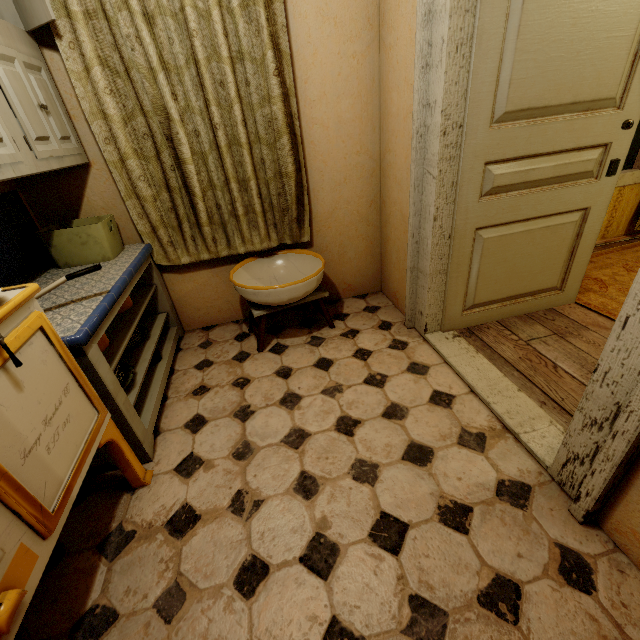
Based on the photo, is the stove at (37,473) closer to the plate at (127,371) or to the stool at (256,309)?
the plate at (127,371)

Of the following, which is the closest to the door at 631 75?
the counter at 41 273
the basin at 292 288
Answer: the basin at 292 288

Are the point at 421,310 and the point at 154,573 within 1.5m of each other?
no

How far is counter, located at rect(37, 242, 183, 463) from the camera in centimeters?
137cm

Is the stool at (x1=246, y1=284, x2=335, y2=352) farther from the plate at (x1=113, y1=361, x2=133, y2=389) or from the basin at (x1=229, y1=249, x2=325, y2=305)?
the plate at (x1=113, y1=361, x2=133, y2=389)

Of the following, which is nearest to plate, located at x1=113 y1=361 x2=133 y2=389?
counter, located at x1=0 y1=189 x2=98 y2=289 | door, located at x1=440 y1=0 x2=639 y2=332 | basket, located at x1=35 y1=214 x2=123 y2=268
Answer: counter, located at x1=0 y1=189 x2=98 y2=289

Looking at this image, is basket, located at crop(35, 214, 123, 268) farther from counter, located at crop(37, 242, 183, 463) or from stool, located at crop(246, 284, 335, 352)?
stool, located at crop(246, 284, 335, 352)

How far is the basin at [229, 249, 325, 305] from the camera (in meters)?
2.07
